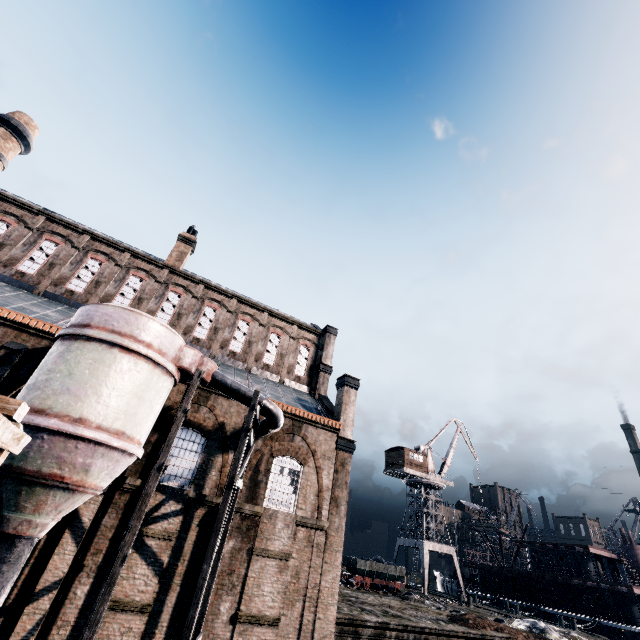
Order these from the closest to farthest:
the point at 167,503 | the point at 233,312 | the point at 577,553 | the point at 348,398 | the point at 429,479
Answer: the point at 167,503, the point at 348,398, the point at 233,312, the point at 577,553, the point at 429,479

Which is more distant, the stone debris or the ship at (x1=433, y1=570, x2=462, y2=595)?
the ship at (x1=433, y1=570, x2=462, y2=595)

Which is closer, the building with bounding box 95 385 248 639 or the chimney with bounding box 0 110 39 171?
the building with bounding box 95 385 248 639

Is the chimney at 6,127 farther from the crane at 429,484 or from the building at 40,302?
the crane at 429,484

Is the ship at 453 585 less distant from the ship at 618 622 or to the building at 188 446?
the ship at 618 622

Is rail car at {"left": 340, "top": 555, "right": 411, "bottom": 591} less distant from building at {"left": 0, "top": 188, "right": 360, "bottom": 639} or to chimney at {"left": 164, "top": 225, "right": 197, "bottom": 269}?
building at {"left": 0, "top": 188, "right": 360, "bottom": 639}

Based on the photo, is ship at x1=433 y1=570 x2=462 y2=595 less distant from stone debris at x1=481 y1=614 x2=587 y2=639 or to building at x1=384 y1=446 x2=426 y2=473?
building at x1=384 y1=446 x2=426 y2=473

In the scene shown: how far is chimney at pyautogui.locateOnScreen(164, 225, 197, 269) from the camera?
27.7 meters
